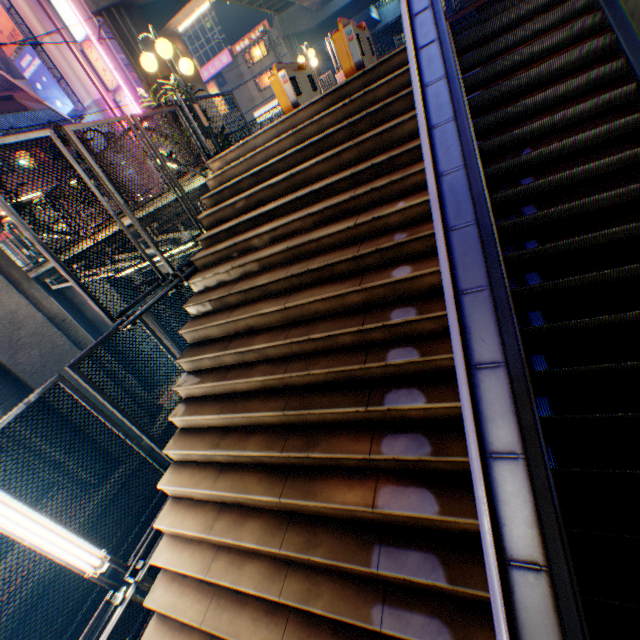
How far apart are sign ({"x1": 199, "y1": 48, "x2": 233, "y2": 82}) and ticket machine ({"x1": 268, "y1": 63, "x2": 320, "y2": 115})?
44.91m

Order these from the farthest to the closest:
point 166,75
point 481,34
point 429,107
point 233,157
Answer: point 166,75
point 233,157
point 481,34
point 429,107

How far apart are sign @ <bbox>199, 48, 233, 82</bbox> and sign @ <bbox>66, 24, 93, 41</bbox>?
22.88m

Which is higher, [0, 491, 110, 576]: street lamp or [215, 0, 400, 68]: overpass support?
[215, 0, 400, 68]: overpass support

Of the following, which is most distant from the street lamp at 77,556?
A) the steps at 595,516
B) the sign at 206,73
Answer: the sign at 206,73

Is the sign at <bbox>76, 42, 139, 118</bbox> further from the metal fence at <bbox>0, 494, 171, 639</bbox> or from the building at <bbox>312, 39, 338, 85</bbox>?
the building at <bbox>312, 39, 338, 85</bbox>

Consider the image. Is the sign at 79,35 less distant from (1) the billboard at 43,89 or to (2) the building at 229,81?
(1) the billboard at 43,89

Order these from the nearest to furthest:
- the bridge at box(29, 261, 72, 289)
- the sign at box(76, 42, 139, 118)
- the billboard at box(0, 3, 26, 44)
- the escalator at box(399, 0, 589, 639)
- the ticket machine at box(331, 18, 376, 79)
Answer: the escalator at box(399, 0, 589, 639) < the ticket machine at box(331, 18, 376, 79) < the bridge at box(29, 261, 72, 289) < the billboard at box(0, 3, 26, 44) < the sign at box(76, 42, 139, 118)
